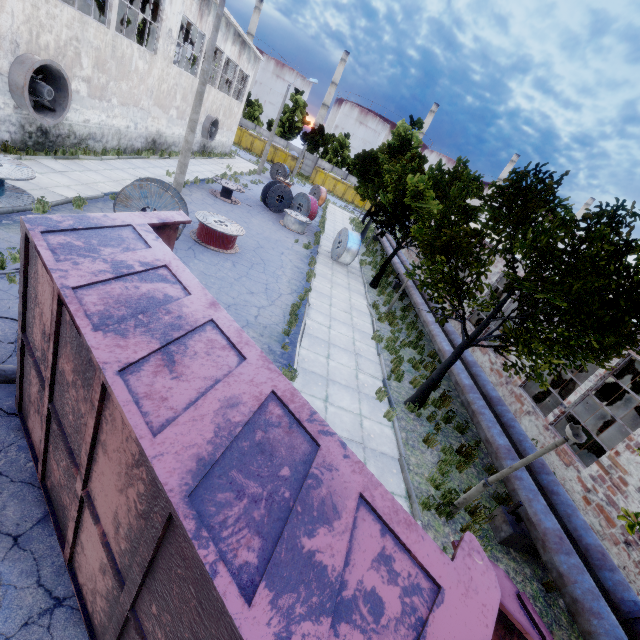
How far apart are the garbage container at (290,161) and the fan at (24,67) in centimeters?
3963cm

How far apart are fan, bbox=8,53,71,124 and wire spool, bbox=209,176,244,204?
7.4 meters

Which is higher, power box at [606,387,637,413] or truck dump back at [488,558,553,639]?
truck dump back at [488,558,553,639]

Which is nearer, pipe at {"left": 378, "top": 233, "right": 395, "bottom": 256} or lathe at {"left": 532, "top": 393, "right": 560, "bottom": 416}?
lathe at {"left": 532, "top": 393, "right": 560, "bottom": 416}

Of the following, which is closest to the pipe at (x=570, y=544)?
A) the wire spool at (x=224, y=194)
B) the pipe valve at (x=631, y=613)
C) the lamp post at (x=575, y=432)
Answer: the pipe valve at (x=631, y=613)

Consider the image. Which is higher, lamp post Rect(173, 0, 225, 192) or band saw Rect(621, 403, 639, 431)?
band saw Rect(621, 403, 639, 431)

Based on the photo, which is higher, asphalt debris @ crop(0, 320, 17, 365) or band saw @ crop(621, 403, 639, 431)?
band saw @ crop(621, 403, 639, 431)

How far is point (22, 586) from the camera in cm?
347
